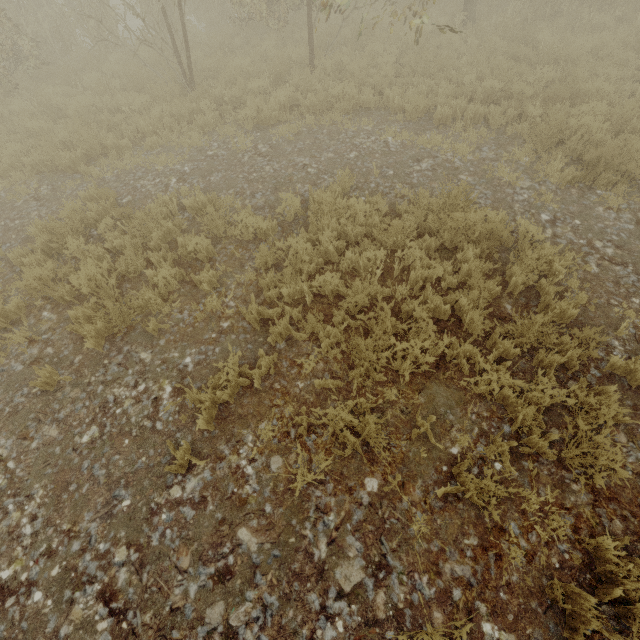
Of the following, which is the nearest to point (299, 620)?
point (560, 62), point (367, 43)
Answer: point (560, 62)
